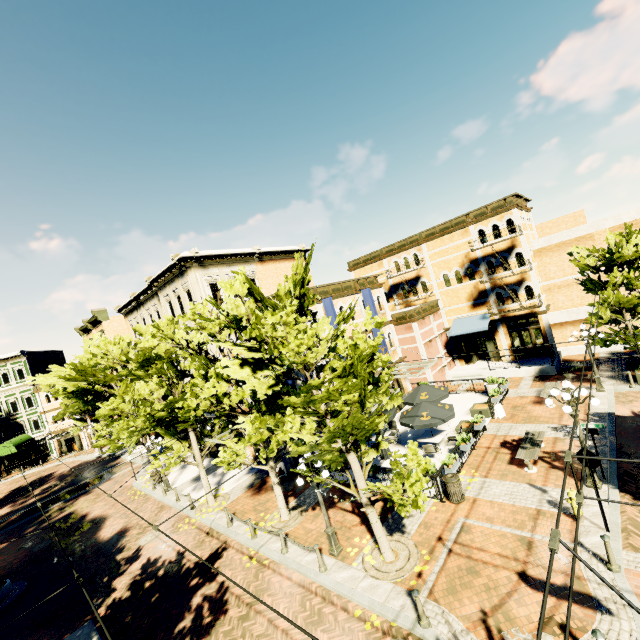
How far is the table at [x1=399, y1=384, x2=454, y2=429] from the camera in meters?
14.7 m

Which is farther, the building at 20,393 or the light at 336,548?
the building at 20,393

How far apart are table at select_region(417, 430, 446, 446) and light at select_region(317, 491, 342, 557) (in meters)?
6.53

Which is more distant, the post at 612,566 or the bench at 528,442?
the bench at 528,442

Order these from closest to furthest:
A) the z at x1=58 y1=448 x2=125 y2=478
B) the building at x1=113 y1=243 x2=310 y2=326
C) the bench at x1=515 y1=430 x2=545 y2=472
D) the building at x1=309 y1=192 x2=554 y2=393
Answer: the bench at x1=515 y1=430 x2=545 y2=472
the building at x1=113 y1=243 x2=310 y2=326
the building at x1=309 y1=192 x2=554 y2=393
the z at x1=58 y1=448 x2=125 y2=478

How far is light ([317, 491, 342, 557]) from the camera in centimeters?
1108cm

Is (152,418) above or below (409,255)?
below

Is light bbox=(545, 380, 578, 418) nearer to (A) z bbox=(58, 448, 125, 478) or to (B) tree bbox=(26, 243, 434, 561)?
(B) tree bbox=(26, 243, 434, 561)
